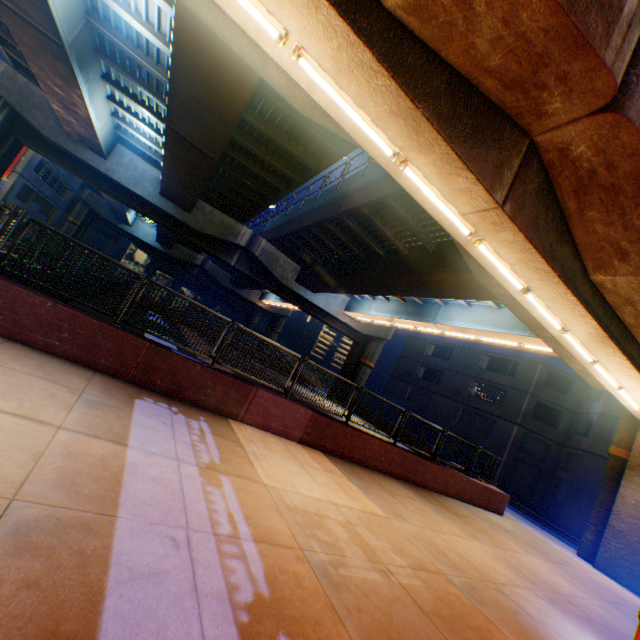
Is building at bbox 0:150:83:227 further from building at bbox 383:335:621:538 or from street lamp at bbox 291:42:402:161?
building at bbox 383:335:621:538

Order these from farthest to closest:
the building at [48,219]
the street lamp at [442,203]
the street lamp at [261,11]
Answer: the building at [48,219] → the street lamp at [442,203] → the street lamp at [261,11]

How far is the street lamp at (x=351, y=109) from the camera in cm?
485

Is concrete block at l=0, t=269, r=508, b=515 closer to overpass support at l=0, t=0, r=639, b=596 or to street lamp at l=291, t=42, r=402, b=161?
overpass support at l=0, t=0, r=639, b=596

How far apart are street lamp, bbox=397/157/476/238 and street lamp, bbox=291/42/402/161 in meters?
0.1

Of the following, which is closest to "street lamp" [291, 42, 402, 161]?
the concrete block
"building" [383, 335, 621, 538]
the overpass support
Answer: the overpass support

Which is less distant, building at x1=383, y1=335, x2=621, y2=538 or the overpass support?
the overpass support

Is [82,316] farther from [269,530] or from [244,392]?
[269,530]
